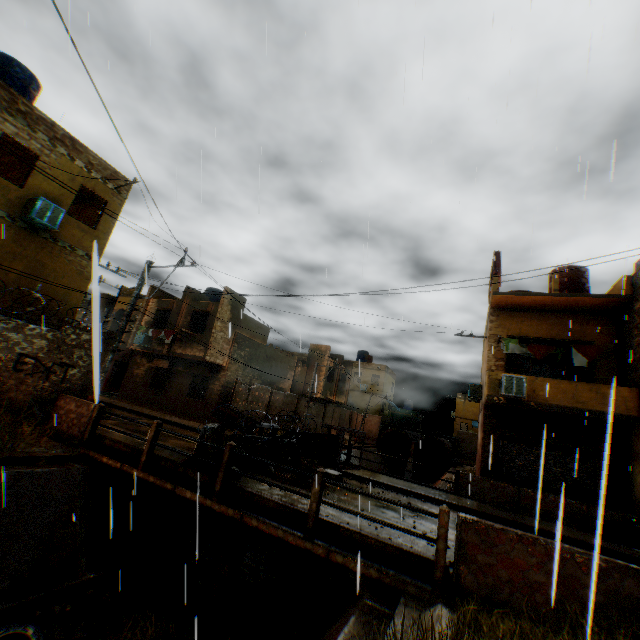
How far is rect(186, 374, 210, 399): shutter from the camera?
21.2m

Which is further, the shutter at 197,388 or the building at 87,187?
the shutter at 197,388

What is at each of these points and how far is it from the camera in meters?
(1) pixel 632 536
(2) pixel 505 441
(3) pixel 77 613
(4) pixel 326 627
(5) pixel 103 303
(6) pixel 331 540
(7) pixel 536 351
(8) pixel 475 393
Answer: (1) trash bag, 10.2 m
(2) rolling overhead door, 14.0 m
(3) concrete channel, 6.8 m
(4) concrete channel, 5.8 m
(5) building, 30.0 m
(6) bridge, 6.1 m
(7) dryer, 13.9 m
(8) air conditioner, 19.3 m

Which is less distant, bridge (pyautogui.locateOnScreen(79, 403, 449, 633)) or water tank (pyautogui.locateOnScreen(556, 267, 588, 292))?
bridge (pyautogui.locateOnScreen(79, 403, 449, 633))

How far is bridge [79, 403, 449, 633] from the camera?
5.4m

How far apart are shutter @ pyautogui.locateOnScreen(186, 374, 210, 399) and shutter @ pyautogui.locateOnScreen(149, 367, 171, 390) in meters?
2.0 m

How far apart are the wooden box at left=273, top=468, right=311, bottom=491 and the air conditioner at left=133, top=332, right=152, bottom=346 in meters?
16.8 m

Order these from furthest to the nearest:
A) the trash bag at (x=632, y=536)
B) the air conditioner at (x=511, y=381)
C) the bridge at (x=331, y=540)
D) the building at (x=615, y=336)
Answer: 1. the air conditioner at (x=511, y=381)
2. the building at (x=615, y=336)
3. the trash bag at (x=632, y=536)
4. the bridge at (x=331, y=540)
